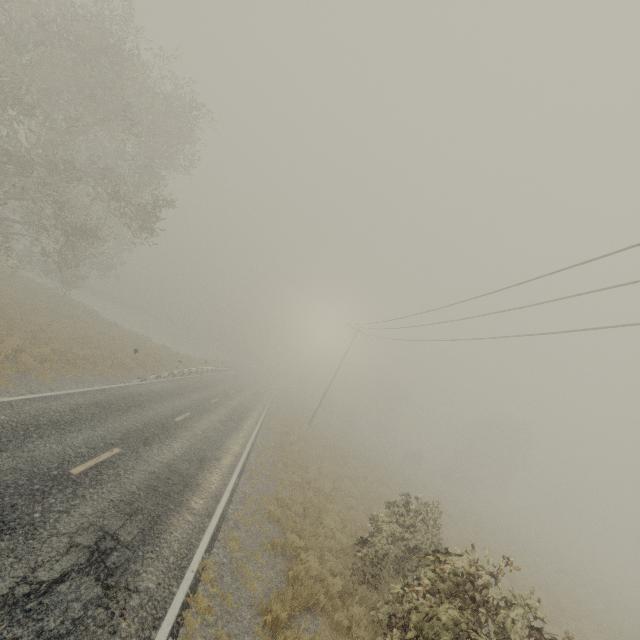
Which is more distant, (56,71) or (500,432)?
(500,432)
